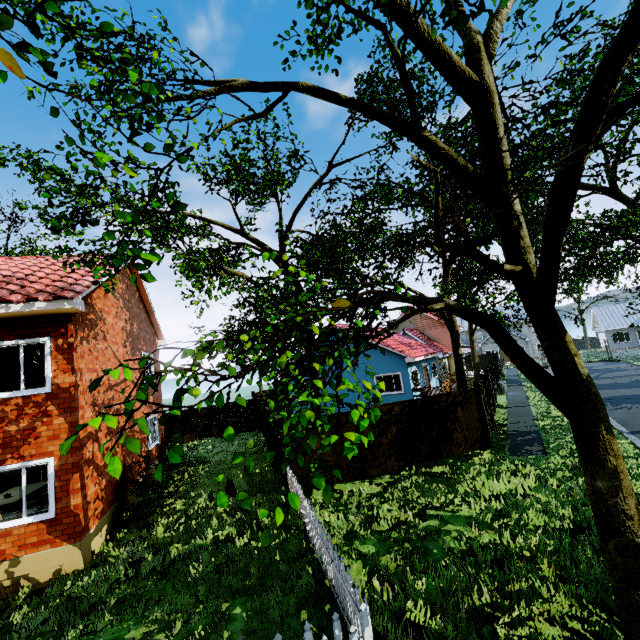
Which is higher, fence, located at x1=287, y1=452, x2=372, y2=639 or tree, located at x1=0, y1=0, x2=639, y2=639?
tree, located at x1=0, y1=0, x2=639, y2=639

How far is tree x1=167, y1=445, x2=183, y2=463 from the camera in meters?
2.3 m

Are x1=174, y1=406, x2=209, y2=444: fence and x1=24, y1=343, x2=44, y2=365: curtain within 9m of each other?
no

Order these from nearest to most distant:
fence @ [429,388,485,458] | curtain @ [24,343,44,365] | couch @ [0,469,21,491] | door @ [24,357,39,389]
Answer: curtain @ [24,343,44,365], door @ [24,357,39,389], fence @ [429,388,485,458], couch @ [0,469,21,491]

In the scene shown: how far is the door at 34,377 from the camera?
9.55m

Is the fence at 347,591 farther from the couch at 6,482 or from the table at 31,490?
the table at 31,490

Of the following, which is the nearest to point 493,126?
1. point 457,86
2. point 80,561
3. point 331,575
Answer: point 457,86

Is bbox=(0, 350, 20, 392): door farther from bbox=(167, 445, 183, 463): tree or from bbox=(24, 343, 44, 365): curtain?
bbox=(167, 445, 183, 463): tree
